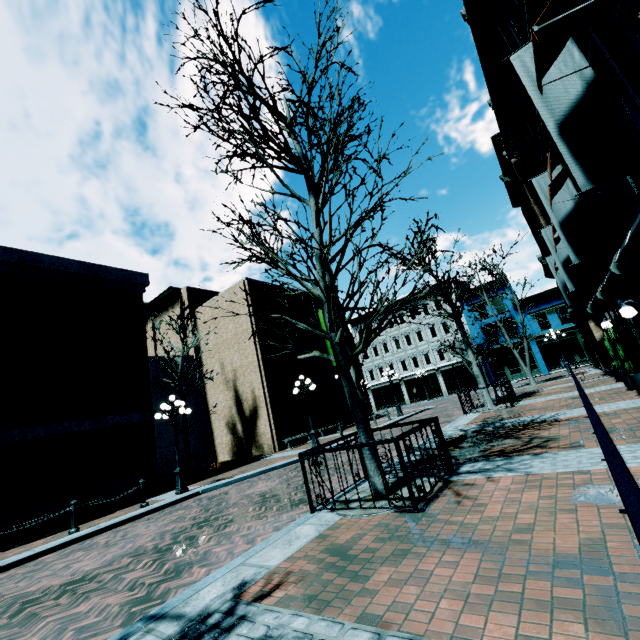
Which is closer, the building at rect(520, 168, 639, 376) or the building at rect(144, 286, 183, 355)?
the building at rect(520, 168, 639, 376)

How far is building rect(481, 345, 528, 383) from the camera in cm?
3416

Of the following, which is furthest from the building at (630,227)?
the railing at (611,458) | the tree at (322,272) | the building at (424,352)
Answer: the building at (424,352)

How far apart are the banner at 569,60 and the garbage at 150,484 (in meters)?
15.85

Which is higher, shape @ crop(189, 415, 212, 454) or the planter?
shape @ crop(189, 415, 212, 454)

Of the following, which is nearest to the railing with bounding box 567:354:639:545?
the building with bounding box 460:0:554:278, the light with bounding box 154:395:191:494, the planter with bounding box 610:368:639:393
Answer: the building with bounding box 460:0:554:278

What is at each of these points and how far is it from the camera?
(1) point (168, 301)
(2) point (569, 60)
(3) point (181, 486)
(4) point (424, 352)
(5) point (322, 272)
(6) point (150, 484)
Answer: (1) building, 27.1m
(2) banner, 5.1m
(3) light, 12.0m
(4) building, 40.7m
(5) tree, 4.4m
(6) garbage, 13.0m

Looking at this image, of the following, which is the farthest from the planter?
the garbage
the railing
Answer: the garbage
